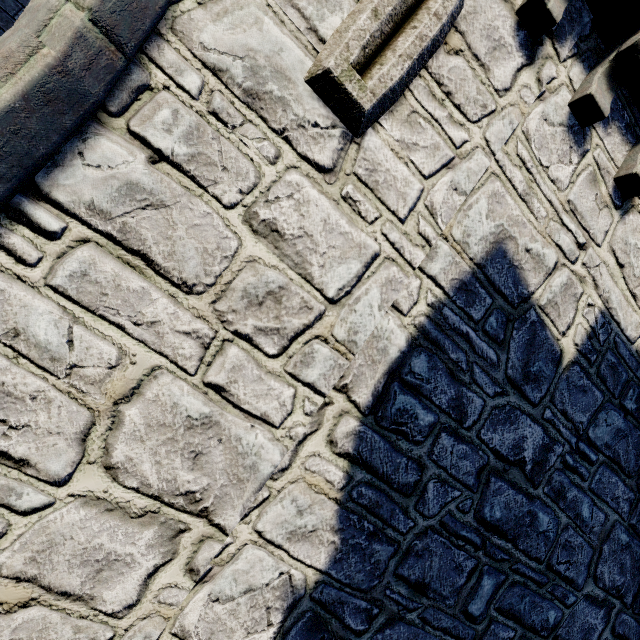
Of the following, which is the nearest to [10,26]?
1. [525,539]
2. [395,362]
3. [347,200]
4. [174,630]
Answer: [347,200]
